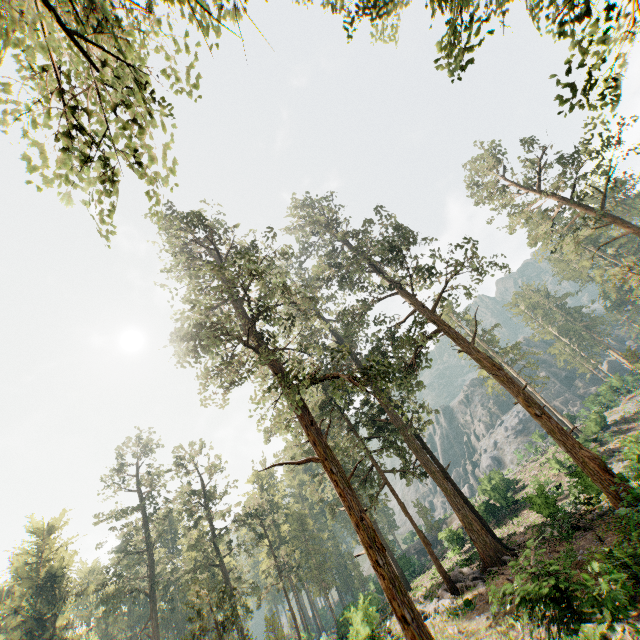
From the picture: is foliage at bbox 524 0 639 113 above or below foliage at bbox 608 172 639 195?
below

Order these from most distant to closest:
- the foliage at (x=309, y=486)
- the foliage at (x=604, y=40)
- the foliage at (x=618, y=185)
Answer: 1. the foliage at (x=618, y=185)
2. the foliage at (x=309, y=486)
3. the foliage at (x=604, y=40)

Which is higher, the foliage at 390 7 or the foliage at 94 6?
the foliage at 390 7

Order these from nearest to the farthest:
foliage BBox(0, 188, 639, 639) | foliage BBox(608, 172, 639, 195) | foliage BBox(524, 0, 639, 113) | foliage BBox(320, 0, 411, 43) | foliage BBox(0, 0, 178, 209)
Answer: foliage BBox(0, 0, 178, 209) → foliage BBox(524, 0, 639, 113) → foliage BBox(320, 0, 411, 43) → foliage BBox(0, 188, 639, 639) → foliage BBox(608, 172, 639, 195)

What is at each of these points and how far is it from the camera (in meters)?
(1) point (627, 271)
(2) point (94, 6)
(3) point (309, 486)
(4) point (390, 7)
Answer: (1) foliage, 25.00
(2) foliage, 6.80
(3) foliage, 38.22
(4) foliage, 13.03

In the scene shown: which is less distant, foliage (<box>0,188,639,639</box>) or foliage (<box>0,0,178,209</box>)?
foliage (<box>0,0,178,209</box>)
